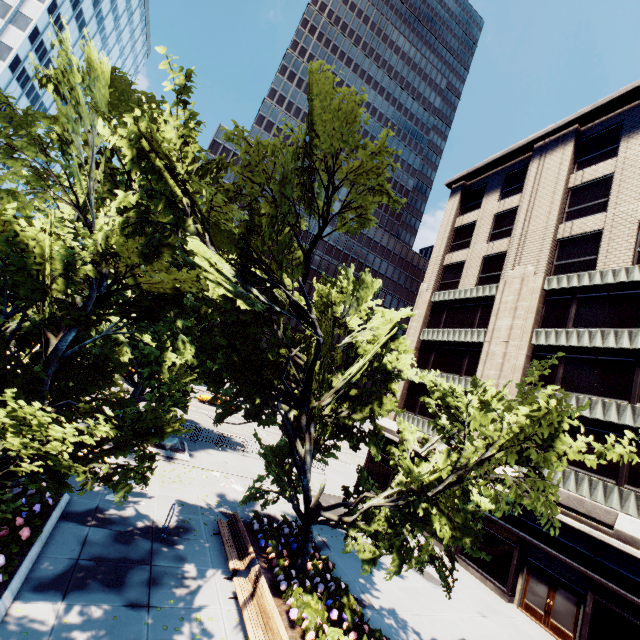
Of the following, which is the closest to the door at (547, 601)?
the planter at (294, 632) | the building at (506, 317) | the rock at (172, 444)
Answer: the building at (506, 317)

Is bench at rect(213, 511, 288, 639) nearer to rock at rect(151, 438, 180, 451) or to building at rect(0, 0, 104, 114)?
rock at rect(151, 438, 180, 451)

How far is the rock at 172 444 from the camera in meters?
19.2 m

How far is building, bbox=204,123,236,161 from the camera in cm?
5800

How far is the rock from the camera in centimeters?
1922cm

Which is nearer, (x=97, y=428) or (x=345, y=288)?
(x=97, y=428)

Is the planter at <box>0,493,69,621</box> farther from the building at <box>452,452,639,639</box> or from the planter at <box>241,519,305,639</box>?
the building at <box>452,452,639,639</box>

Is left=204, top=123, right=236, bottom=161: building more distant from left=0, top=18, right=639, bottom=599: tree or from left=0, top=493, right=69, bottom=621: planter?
left=0, top=493, right=69, bottom=621: planter
